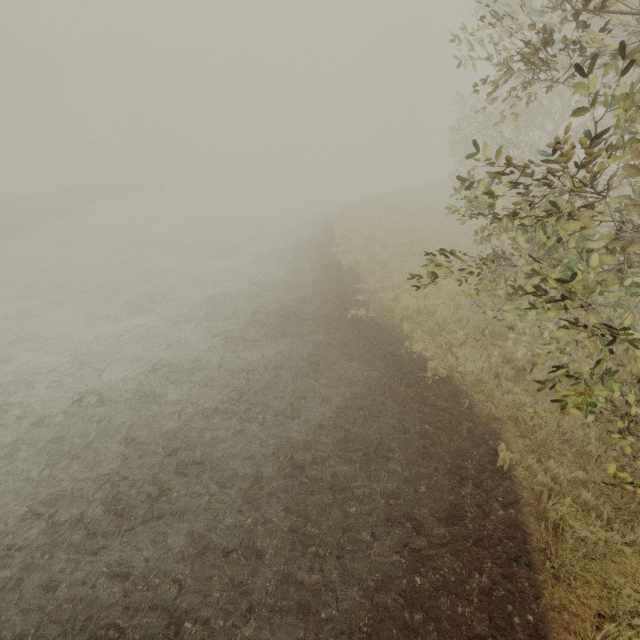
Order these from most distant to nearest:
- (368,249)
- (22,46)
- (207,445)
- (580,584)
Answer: (22,46)
(368,249)
(207,445)
(580,584)
